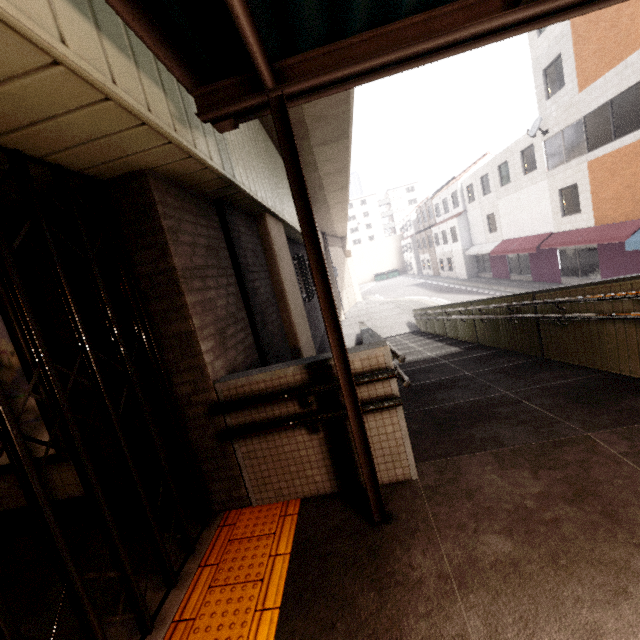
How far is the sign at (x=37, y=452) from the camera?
3.06m

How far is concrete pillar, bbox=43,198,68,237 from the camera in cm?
258

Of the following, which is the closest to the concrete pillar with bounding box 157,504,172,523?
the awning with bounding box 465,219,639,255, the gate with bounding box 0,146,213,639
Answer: the gate with bounding box 0,146,213,639

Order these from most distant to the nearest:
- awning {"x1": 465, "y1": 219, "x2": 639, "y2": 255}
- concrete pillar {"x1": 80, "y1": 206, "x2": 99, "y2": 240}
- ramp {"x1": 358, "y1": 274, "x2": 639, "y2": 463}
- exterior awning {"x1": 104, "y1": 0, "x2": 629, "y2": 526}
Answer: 1. awning {"x1": 465, "y1": 219, "x2": 639, "y2": 255}
2. ramp {"x1": 358, "y1": 274, "x2": 639, "y2": 463}
3. concrete pillar {"x1": 80, "y1": 206, "x2": 99, "y2": 240}
4. exterior awning {"x1": 104, "y1": 0, "x2": 629, "y2": 526}

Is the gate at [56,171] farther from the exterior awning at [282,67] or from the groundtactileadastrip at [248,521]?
the exterior awning at [282,67]

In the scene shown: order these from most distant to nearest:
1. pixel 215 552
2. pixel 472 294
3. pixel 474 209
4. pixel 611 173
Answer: pixel 474 209
pixel 472 294
pixel 611 173
pixel 215 552

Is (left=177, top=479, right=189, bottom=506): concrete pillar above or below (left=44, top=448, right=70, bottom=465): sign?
below

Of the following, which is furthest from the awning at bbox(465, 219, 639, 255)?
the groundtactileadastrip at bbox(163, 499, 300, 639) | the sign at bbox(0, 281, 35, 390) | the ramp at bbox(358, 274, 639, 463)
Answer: the sign at bbox(0, 281, 35, 390)
